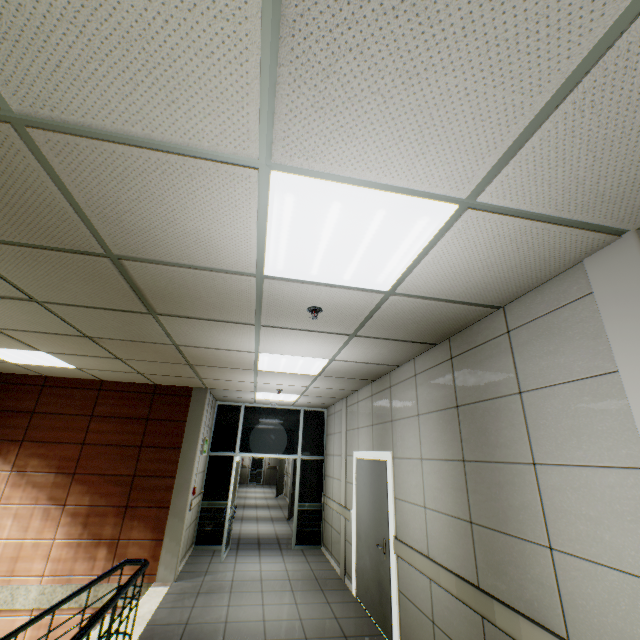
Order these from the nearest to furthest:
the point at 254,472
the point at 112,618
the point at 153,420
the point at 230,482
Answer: the point at 112,618, the point at 153,420, the point at 230,482, the point at 254,472

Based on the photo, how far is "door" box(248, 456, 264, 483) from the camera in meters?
22.3 m

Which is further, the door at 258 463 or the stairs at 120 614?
the door at 258 463

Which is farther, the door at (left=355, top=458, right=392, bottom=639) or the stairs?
the door at (left=355, top=458, right=392, bottom=639)

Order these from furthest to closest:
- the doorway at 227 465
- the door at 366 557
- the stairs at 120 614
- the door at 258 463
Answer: the door at 258 463 → the doorway at 227 465 → the door at 366 557 → the stairs at 120 614

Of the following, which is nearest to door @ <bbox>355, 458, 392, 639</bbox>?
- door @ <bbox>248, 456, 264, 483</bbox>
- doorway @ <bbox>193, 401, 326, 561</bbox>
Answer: doorway @ <bbox>193, 401, 326, 561</bbox>

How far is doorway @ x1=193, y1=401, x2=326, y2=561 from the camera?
7.46m
